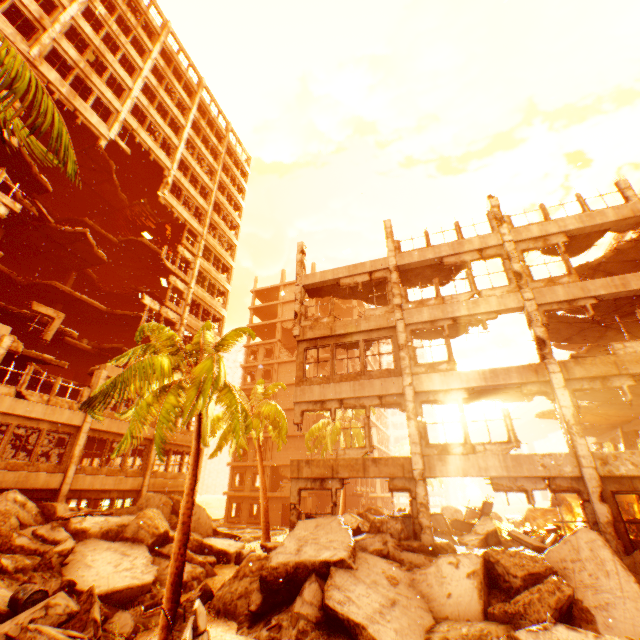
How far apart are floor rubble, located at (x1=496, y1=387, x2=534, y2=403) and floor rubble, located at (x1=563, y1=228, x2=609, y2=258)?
5.6 meters

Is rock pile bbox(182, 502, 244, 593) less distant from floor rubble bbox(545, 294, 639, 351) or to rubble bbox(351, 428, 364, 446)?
rubble bbox(351, 428, 364, 446)

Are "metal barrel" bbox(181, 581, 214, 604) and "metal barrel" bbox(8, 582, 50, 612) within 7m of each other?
yes

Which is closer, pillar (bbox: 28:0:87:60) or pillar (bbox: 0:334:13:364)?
pillar (bbox: 0:334:13:364)

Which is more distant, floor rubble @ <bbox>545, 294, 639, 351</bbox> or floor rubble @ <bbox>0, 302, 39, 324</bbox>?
floor rubble @ <bbox>0, 302, 39, 324</bbox>

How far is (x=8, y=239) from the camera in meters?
22.3

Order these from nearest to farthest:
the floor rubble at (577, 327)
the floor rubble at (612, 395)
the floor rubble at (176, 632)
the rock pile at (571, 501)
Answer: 1. the floor rubble at (176, 632)
2. the floor rubble at (577, 327)
3. the floor rubble at (612, 395)
4. the rock pile at (571, 501)

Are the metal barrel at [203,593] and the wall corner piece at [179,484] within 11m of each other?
no
